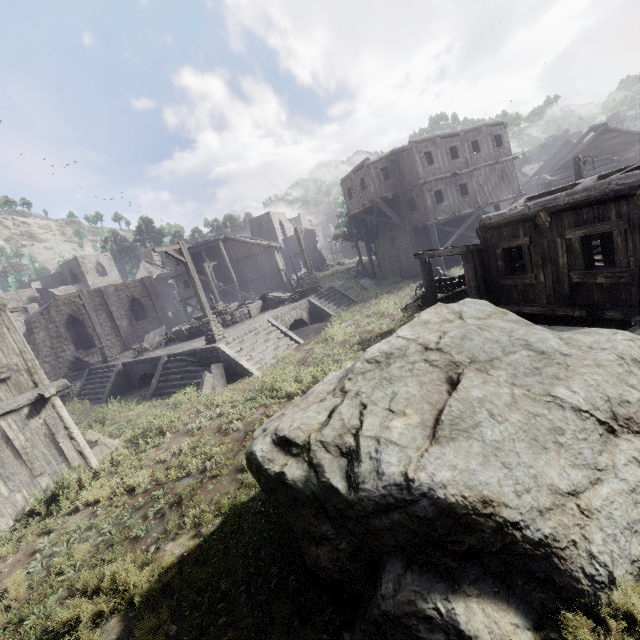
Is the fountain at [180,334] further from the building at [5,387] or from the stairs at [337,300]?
the building at [5,387]

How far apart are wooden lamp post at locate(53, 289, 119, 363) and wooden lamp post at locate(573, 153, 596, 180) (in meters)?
28.03

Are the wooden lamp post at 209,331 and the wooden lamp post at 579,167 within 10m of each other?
no

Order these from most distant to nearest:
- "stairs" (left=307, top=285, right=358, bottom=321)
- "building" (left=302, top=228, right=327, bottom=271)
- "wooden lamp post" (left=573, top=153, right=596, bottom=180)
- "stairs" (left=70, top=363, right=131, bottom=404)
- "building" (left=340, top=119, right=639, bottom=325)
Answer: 1. "building" (left=302, top=228, right=327, bottom=271)
2. "stairs" (left=307, top=285, right=358, bottom=321)
3. "stairs" (left=70, top=363, right=131, bottom=404)
4. "wooden lamp post" (left=573, top=153, right=596, bottom=180)
5. "building" (left=340, top=119, right=639, bottom=325)

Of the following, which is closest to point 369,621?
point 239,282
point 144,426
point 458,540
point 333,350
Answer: point 458,540

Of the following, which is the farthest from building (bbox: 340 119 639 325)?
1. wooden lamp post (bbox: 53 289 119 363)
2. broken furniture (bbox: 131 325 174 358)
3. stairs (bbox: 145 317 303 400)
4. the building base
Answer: wooden lamp post (bbox: 53 289 119 363)

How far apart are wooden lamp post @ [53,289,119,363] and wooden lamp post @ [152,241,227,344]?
9.1m

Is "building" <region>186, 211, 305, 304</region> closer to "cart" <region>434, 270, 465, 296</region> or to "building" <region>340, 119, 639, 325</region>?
"building" <region>340, 119, 639, 325</region>
